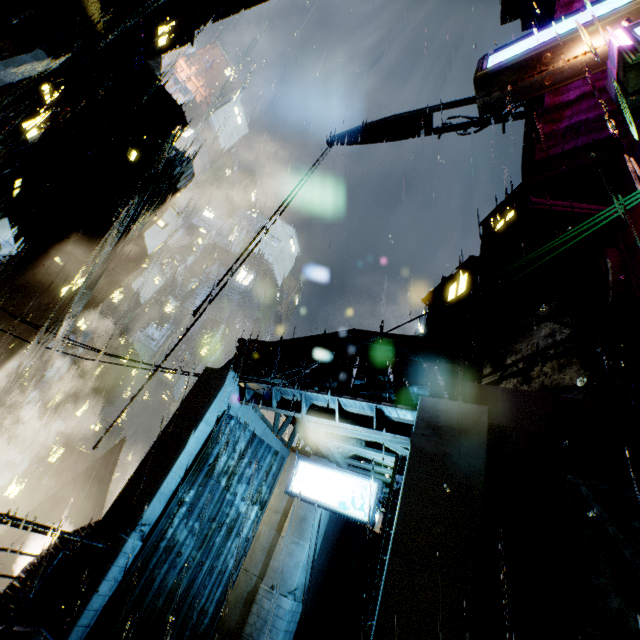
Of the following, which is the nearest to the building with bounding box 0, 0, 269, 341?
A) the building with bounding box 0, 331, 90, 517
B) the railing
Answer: the railing

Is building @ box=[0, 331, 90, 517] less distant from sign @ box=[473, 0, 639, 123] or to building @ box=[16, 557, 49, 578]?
building @ box=[16, 557, 49, 578]

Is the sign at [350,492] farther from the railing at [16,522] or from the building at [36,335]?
the railing at [16,522]

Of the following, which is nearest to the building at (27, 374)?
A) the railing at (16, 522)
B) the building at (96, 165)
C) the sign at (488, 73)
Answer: the building at (96, 165)

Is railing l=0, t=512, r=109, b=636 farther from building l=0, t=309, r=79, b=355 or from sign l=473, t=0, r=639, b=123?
sign l=473, t=0, r=639, b=123

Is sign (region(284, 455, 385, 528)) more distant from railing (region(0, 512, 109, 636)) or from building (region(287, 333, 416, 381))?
railing (region(0, 512, 109, 636))

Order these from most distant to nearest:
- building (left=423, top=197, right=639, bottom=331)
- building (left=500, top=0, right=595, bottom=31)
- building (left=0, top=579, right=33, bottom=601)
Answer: building (left=423, top=197, right=639, bottom=331) → building (left=500, top=0, right=595, bottom=31) → building (left=0, top=579, right=33, bottom=601)

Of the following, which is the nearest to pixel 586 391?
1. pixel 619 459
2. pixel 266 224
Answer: pixel 619 459
